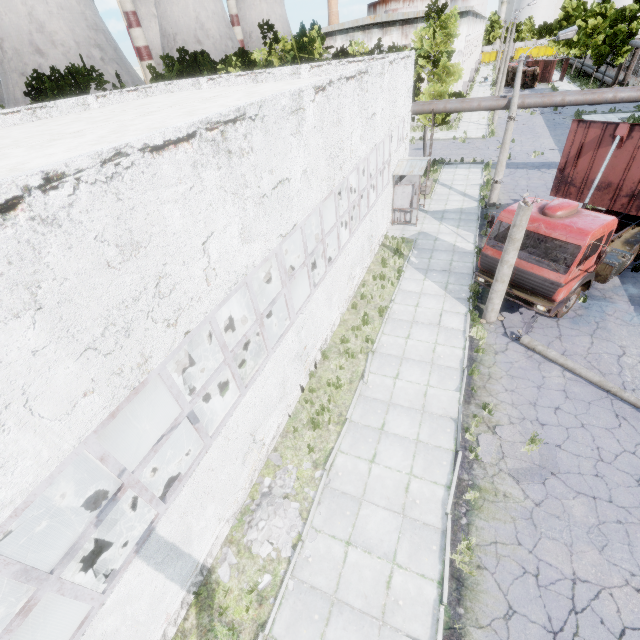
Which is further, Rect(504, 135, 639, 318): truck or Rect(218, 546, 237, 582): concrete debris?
Rect(504, 135, 639, 318): truck

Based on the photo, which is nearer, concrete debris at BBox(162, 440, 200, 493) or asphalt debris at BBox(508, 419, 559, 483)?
asphalt debris at BBox(508, 419, 559, 483)

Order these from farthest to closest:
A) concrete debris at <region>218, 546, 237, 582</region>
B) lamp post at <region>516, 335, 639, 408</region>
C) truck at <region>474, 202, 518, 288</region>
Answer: truck at <region>474, 202, 518, 288</region> → lamp post at <region>516, 335, 639, 408</region> → concrete debris at <region>218, 546, 237, 582</region>

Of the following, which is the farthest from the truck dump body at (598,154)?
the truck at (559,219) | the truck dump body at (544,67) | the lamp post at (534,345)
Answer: the truck dump body at (544,67)

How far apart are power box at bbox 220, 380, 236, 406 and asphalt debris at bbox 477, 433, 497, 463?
5.6 meters

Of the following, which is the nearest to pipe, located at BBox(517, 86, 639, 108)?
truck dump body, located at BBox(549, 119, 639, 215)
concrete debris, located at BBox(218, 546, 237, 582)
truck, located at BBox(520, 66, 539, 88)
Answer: truck dump body, located at BBox(549, 119, 639, 215)

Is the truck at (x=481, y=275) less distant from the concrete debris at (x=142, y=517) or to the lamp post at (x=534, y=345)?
the lamp post at (x=534, y=345)

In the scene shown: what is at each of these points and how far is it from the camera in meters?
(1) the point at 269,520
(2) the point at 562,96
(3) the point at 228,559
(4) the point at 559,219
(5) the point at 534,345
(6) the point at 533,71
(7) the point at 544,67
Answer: (1) concrete debris, 7.6
(2) pipe, 17.0
(3) concrete debris, 7.3
(4) truck, 10.0
(5) lamp post, 10.7
(6) truck, 50.3
(7) truck dump body, 54.0
